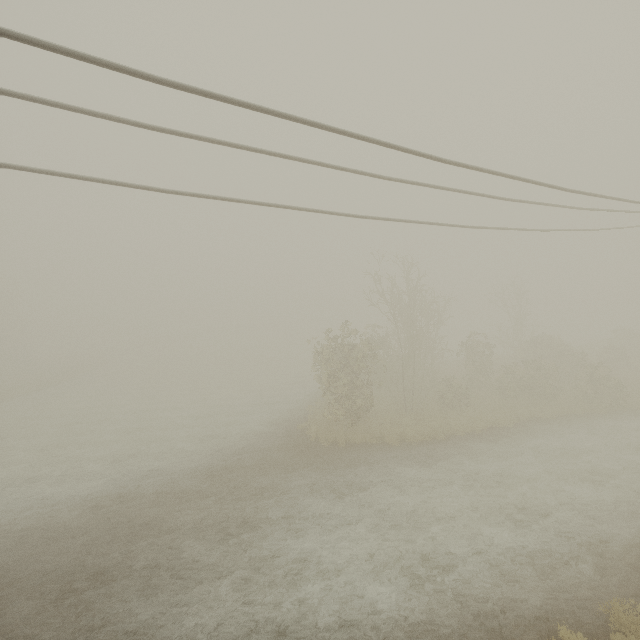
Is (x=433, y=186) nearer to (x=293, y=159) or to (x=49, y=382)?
(x=293, y=159)
